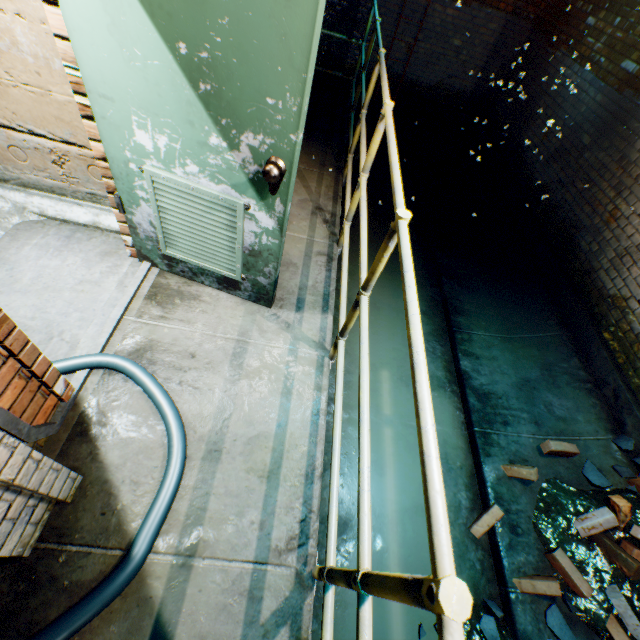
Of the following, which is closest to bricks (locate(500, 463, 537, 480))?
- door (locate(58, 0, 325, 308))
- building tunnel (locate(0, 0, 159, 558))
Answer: building tunnel (locate(0, 0, 159, 558))

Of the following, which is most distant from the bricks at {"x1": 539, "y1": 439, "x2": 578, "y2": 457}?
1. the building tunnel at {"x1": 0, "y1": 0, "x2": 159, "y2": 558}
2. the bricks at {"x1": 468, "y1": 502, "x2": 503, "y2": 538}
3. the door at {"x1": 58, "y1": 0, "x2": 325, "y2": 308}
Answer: the door at {"x1": 58, "y1": 0, "x2": 325, "y2": 308}

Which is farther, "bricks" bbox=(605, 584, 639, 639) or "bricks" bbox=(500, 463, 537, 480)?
"bricks" bbox=(500, 463, 537, 480)

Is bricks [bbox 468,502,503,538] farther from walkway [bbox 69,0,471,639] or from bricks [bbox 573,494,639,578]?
walkway [bbox 69,0,471,639]

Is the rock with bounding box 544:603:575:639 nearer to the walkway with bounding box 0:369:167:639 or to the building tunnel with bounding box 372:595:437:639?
the building tunnel with bounding box 372:595:437:639

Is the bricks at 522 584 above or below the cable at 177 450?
below

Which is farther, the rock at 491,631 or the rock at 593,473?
the rock at 593,473

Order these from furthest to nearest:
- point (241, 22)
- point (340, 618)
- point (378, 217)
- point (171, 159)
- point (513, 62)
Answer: point (513, 62) < point (378, 217) < point (340, 618) < point (171, 159) < point (241, 22)
